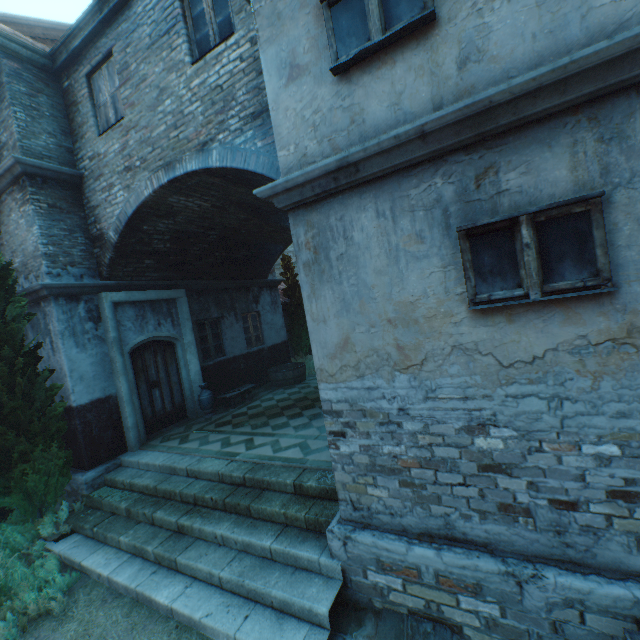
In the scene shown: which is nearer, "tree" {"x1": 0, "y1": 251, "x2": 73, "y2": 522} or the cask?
"tree" {"x1": 0, "y1": 251, "x2": 73, "y2": 522}

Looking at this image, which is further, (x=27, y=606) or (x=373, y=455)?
(x=27, y=606)

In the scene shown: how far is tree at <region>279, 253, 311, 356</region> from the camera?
14.3m

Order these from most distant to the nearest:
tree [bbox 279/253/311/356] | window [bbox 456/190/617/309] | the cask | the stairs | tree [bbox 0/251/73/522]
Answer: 1. tree [bbox 279/253/311/356]
2. the cask
3. tree [bbox 0/251/73/522]
4. the stairs
5. window [bbox 456/190/617/309]

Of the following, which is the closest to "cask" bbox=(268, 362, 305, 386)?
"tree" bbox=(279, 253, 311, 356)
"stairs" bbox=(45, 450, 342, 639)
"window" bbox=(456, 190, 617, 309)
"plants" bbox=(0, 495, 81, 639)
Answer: "tree" bbox=(279, 253, 311, 356)

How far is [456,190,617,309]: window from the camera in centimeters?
243cm

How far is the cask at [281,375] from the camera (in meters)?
11.15

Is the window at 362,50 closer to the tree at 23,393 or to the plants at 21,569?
the tree at 23,393
